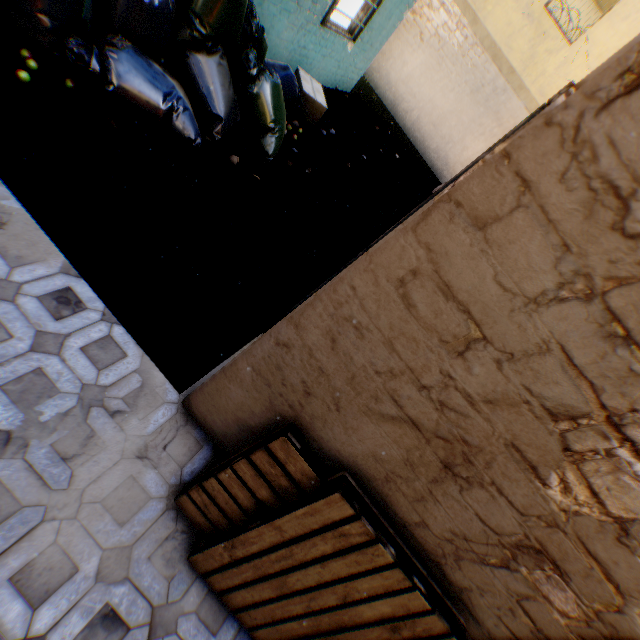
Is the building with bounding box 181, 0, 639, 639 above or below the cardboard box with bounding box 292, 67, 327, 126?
above

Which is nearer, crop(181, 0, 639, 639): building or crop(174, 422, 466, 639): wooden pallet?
crop(181, 0, 639, 639): building

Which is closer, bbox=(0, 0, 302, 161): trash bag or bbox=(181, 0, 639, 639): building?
bbox=(181, 0, 639, 639): building

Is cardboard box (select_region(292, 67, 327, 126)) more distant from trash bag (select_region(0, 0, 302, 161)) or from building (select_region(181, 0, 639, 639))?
trash bag (select_region(0, 0, 302, 161))

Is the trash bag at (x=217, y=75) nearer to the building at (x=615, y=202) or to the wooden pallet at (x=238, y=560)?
the building at (x=615, y=202)

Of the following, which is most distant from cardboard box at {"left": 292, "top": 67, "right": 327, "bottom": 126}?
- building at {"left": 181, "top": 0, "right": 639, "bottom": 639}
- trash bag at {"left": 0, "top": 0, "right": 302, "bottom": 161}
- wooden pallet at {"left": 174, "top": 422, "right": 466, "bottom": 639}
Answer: wooden pallet at {"left": 174, "top": 422, "right": 466, "bottom": 639}

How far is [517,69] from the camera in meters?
8.2 m
